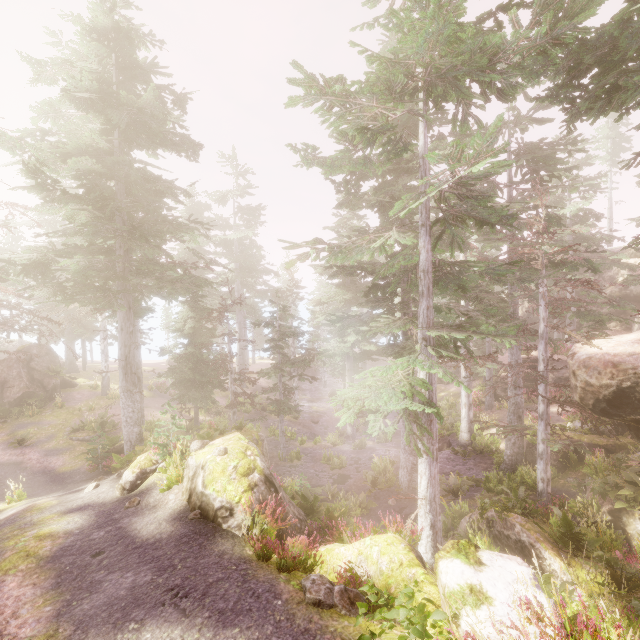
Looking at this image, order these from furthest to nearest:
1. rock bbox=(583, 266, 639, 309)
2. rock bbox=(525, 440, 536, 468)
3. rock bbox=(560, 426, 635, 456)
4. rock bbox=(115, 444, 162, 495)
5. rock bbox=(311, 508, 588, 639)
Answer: rock bbox=(583, 266, 639, 309) → rock bbox=(525, 440, 536, 468) → rock bbox=(560, 426, 635, 456) → rock bbox=(115, 444, 162, 495) → rock bbox=(311, 508, 588, 639)

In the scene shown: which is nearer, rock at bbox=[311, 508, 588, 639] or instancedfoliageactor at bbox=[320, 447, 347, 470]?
rock at bbox=[311, 508, 588, 639]

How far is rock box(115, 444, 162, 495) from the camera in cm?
1159

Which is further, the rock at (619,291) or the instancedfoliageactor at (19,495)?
the rock at (619,291)

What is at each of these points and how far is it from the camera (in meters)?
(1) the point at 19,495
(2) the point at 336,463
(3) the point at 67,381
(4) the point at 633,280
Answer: (1) instancedfoliageactor, 14.49
(2) instancedfoliageactor, 22.11
(3) rock, 28.45
(4) instancedfoliageactor, 20.88

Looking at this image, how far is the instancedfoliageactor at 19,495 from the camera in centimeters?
1431cm

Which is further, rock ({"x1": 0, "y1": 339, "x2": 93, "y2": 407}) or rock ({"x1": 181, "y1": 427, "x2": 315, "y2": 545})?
rock ({"x1": 0, "y1": 339, "x2": 93, "y2": 407})

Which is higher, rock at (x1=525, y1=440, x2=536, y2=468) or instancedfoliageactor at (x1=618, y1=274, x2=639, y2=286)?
instancedfoliageactor at (x1=618, y1=274, x2=639, y2=286)
